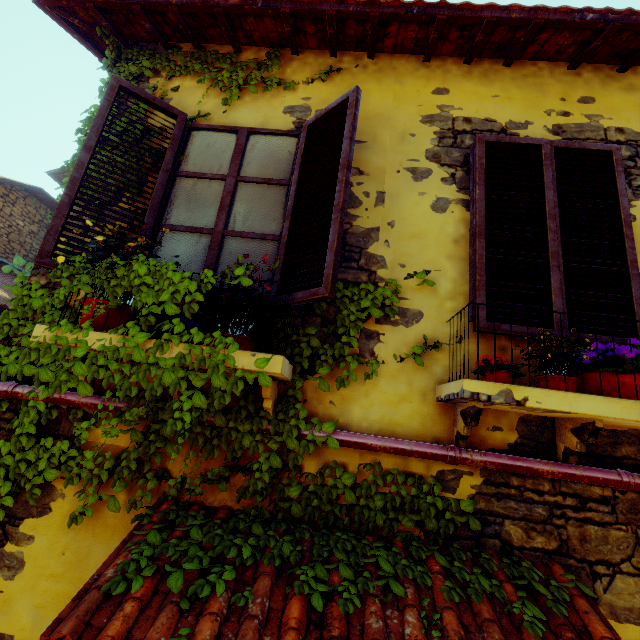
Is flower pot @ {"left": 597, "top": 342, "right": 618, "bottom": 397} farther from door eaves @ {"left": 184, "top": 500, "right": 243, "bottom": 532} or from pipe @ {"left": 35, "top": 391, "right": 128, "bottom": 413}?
A: pipe @ {"left": 35, "top": 391, "right": 128, "bottom": 413}

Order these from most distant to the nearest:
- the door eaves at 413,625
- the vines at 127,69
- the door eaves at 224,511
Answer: the vines at 127,69 → the door eaves at 224,511 → the door eaves at 413,625

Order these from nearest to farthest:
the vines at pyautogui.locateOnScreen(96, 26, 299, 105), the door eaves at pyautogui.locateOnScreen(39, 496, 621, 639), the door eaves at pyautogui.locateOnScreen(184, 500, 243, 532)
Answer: the door eaves at pyautogui.locateOnScreen(39, 496, 621, 639), the door eaves at pyautogui.locateOnScreen(184, 500, 243, 532), the vines at pyautogui.locateOnScreen(96, 26, 299, 105)

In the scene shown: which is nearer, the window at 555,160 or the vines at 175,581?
the vines at 175,581

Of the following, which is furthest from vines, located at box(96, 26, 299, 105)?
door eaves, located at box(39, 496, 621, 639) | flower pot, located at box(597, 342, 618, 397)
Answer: flower pot, located at box(597, 342, 618, 397)

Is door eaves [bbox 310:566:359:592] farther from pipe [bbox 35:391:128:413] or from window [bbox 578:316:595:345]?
window [bbox 578:316:595:345]

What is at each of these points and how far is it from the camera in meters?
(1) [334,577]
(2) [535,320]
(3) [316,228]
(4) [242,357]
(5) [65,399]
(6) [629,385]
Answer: (1) door eaves, 1.6
(2) window, 2.2
(3) window, 2.2
(4) window sill, 1.8
(5) pipe, 2.2
(6) flower pot, 1.8

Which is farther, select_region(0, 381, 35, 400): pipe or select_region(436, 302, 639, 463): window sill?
select_region(0, 381, 35, 400): pipe
